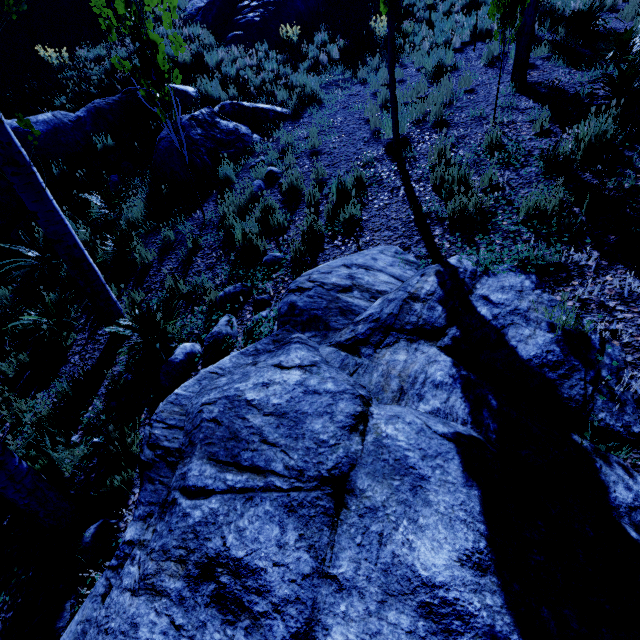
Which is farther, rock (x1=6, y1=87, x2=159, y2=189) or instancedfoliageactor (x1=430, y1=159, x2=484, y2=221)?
rock (x1=6, y1=87, x2=159, y2=189)

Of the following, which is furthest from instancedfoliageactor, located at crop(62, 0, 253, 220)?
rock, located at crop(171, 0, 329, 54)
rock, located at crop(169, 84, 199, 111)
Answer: rock, located at crop(171, 0, 329, 54)

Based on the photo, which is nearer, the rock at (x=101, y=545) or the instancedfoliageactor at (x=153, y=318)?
the rock at (x=101, y=545)

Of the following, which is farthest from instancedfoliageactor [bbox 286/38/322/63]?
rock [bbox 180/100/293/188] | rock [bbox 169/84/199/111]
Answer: rock [bbox 169/84/199/111]

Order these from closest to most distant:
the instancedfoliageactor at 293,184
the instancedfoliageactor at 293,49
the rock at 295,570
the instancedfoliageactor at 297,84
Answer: the rock at 295,570, the instancedfoliageactor at 293,184, the instancedfoliageactor at 297,84, the instancedfoliageactor at 293,49

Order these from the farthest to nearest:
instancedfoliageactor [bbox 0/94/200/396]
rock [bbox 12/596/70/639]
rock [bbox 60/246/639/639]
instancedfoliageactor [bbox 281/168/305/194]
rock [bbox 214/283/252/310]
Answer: instancedfoliageactor [bbox 281/168/305/194], rock [bbox 214/283/252/310], instancedfoliageactor [bbox 0/94/200/396], rock [bbox 12/596/70/639], rock [bbox 60/246/639/639]

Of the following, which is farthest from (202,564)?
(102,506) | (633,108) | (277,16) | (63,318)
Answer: (277,16)

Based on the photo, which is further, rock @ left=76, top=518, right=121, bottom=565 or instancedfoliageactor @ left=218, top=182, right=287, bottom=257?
instancedfoliageactor @ left=218, top=182, right=287, bottom=257
